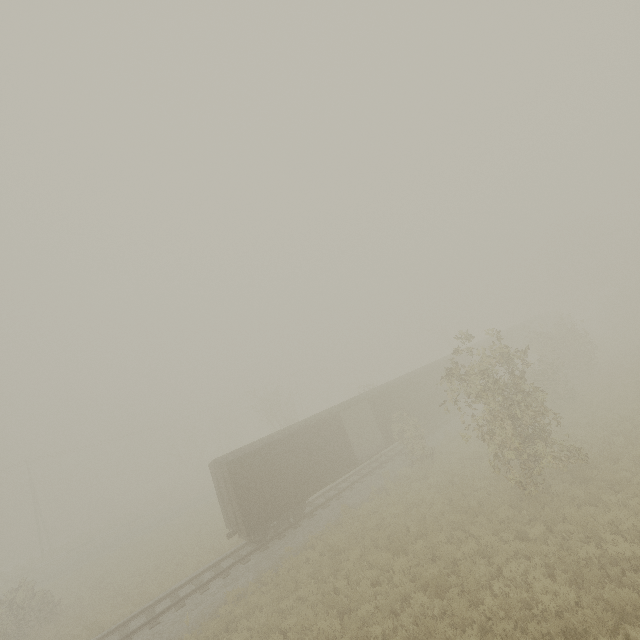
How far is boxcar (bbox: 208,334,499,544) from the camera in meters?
16.7

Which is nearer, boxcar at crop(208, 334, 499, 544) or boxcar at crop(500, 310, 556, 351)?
boxcar at crop(208, 334, 499, 544)

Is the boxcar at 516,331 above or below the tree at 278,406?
below

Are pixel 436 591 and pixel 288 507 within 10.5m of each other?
yes

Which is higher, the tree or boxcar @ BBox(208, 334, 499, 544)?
the tree

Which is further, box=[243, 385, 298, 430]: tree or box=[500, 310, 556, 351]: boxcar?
box=[500, 310, 556, 351]: boxcar

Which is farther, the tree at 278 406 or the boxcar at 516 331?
the boxcar at 516 331
